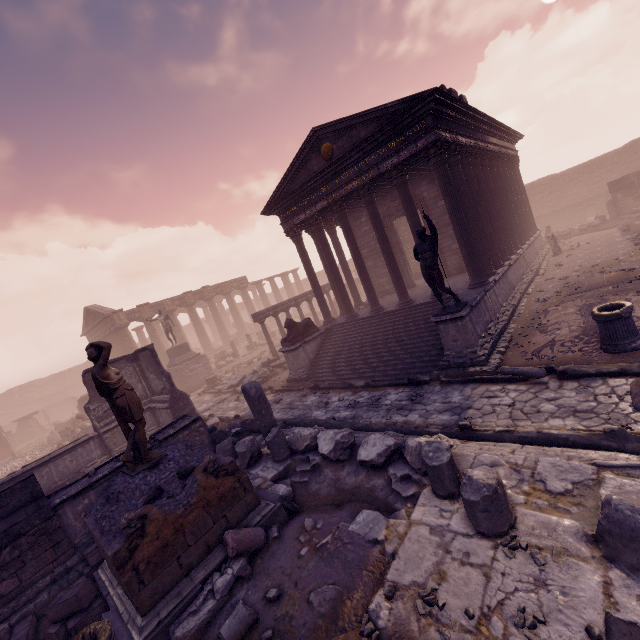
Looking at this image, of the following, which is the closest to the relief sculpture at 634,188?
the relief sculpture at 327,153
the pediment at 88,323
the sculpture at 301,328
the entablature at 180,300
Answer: the relief sculpture at 327,153

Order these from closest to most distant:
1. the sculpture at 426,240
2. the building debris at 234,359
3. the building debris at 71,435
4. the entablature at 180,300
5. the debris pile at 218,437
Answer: the sculpture at 426,240 < the debris pile at 218,437 < the building debris at 71,435 < the building debris at 234,359 < the entablature at 180,300

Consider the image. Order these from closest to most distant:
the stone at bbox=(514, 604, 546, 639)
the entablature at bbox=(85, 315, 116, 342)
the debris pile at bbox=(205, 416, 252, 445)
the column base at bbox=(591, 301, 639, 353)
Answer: the stone at bbox=(514, 604, 546, 639) < the column base at bbox=(591, 301, 639, 353) < the debris pile at bbox=(205, 416, 252, 445) < the entablature at bbox=(85, 315, 116, 342)

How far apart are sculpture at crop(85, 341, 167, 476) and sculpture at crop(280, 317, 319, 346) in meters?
8.0

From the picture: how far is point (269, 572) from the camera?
4.6 meters

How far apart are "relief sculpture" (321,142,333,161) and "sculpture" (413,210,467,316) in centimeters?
569cm

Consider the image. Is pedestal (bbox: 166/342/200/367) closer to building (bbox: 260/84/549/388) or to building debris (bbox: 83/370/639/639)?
building (bbox: 260/84/549/388)

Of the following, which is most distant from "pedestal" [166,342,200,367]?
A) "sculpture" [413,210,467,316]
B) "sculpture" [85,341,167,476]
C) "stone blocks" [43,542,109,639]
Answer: "sculpture" [413,210,467,316]
